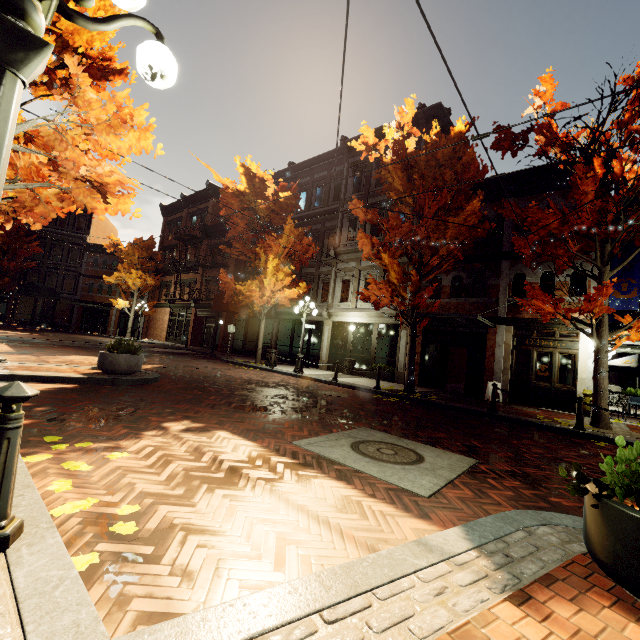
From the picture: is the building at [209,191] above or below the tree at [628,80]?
above

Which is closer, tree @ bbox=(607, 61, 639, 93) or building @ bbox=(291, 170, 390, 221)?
tree @ bbox=(607, 61, 639, 93)

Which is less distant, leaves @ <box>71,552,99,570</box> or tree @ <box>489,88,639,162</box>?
leaves @ <box>71,552,99,570</box>

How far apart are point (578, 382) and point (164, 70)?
14.9 meters

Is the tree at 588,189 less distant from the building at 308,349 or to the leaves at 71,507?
the building at 308,349

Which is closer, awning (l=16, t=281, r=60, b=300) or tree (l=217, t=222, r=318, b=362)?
tree (l=217, t=222, r=318, b=362)

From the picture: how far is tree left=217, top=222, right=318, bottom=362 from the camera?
16.2 meters
